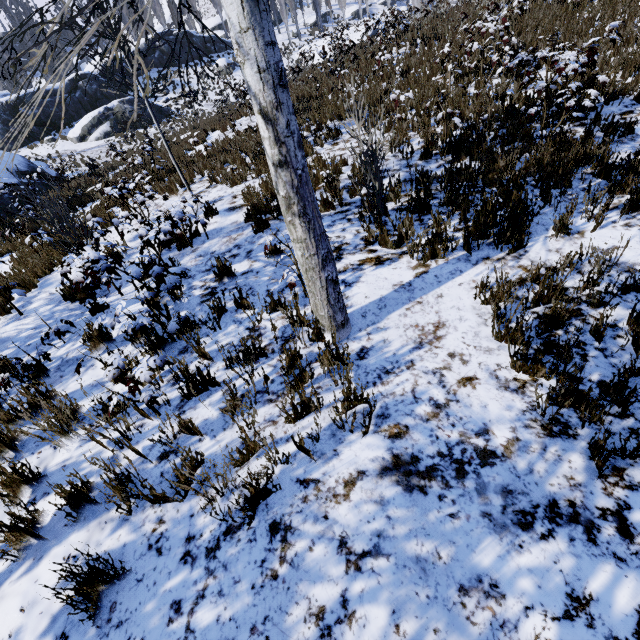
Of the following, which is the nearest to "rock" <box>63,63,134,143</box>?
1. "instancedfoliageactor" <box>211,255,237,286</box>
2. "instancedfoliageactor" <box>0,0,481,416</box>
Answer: "instancedfoliageactor" <box>0,0,481,416</box>

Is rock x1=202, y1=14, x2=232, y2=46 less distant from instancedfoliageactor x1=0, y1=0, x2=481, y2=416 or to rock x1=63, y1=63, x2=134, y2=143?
instancedfoliageactor x1=0, y1=0, x2=481, y2=416

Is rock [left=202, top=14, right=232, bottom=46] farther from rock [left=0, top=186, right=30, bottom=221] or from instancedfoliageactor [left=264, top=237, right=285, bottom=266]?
rock [left=0, top=186, right=30, bottom=221]

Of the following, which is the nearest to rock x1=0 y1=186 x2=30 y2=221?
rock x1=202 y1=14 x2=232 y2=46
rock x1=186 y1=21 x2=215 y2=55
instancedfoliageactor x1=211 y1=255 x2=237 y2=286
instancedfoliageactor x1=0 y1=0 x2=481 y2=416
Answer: instancedfoliageactor x1=0 y1=0 x2=481 y2=416

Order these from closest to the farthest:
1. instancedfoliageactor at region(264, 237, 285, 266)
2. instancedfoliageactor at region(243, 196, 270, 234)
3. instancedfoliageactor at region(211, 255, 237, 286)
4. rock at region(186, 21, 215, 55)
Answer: instancedfoliageactor at region(264, 237, 285, 266)
instancedfoliageactor at region(211, 255, 237, 286)
instancedfoliageactor at region(243, 196, 270, 234)
rock at region(186, 21, 215, 55)

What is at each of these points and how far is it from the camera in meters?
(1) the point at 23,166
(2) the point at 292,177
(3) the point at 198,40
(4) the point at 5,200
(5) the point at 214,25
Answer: (1) rock, 17.7
(2) instancedfoliageactor, 2.5
(3) rock, 39.9
(4) rock, 15.9
(5) rock, 53.4

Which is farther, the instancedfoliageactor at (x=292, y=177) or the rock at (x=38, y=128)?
the rock at (x=38, y=128)

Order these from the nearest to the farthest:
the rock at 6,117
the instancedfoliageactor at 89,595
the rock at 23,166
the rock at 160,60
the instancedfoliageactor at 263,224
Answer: the instancedfoliageactor at 89,595
the instancedfoliageactor at 263,224
the rock at 23,166
the rock at 6,117
the rock at 160,60
